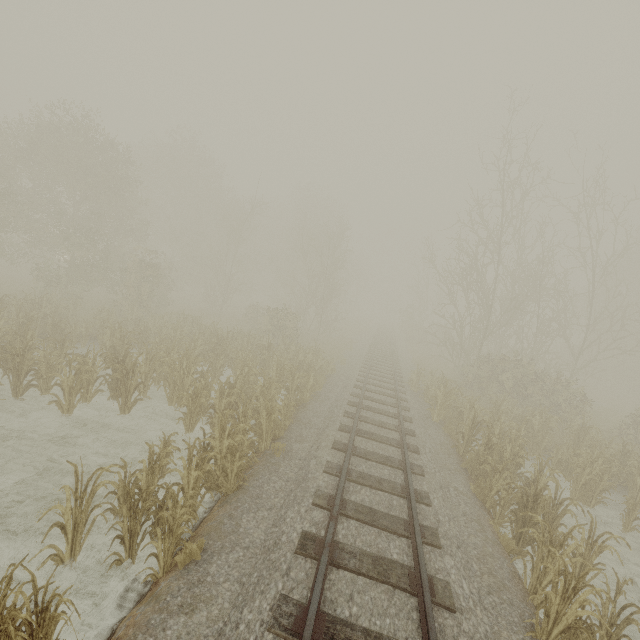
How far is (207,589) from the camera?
4.4 meters
